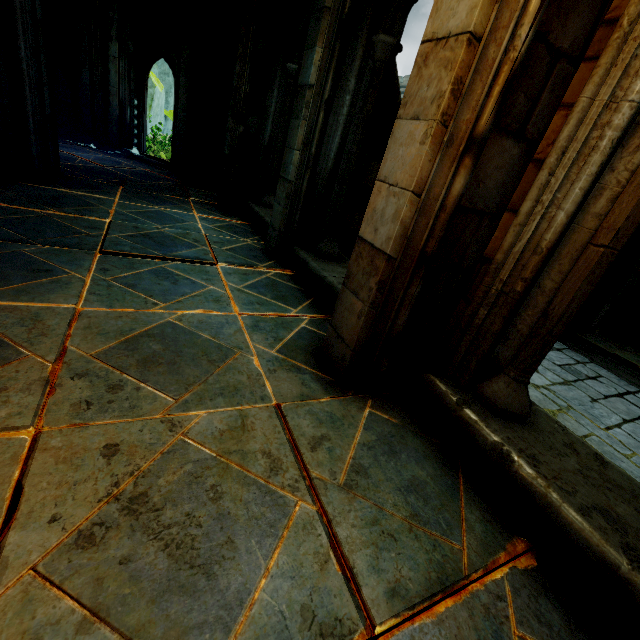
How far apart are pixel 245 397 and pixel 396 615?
1.2m

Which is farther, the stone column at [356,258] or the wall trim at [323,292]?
the wall trim at [323,292]

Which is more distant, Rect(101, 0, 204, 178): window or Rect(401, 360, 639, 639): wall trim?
Rect(101, 0, 204, 178): window

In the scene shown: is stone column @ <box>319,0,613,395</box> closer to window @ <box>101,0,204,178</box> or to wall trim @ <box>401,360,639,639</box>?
wall trim @ <box>401,360,639,639</box>

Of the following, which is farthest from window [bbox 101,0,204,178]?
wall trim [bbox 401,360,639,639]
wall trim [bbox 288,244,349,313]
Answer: wall trim [bbox 401,360,639,639]

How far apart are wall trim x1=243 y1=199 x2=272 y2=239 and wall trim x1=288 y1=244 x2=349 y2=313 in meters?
0.5 m

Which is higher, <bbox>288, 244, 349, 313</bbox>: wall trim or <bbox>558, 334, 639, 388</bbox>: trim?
<bbox>288, 244, 349, 313</bbox>: wall trim

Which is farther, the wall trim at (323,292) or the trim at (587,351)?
the trim at (587,351)
